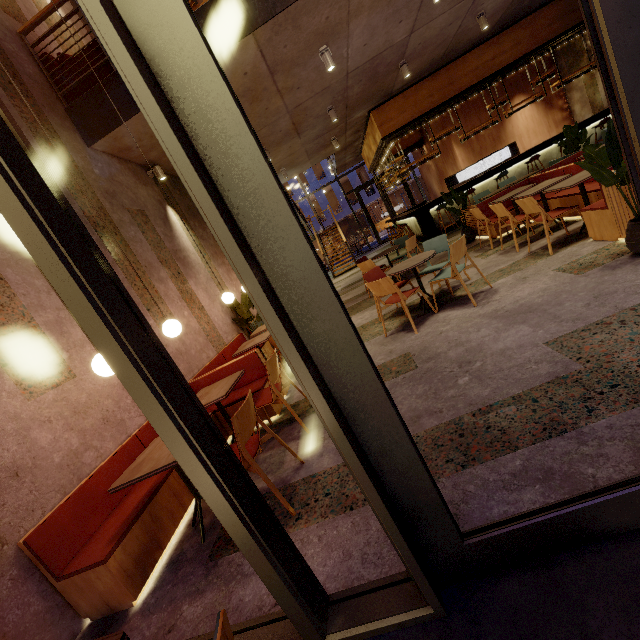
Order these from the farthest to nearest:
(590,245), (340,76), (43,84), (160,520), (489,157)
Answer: (489,157) → (340,76) → (43,84) → (590,245) → (160,520)

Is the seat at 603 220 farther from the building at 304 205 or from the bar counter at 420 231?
the building at 304 205

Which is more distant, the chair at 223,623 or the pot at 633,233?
the pot at 633,233

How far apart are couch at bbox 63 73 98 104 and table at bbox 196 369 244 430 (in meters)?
4.95

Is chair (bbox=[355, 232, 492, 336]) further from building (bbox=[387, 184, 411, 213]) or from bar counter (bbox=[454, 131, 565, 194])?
building (bbox=[387, 184, 411, 213])

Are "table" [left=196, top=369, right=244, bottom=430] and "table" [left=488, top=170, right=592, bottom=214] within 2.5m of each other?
no

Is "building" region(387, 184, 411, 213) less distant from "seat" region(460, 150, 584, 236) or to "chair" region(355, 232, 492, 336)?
"seat" region(460, 150, 584, 236)

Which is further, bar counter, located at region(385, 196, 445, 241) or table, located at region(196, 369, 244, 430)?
bar counter, located at region(385, 196, 445, 241)
